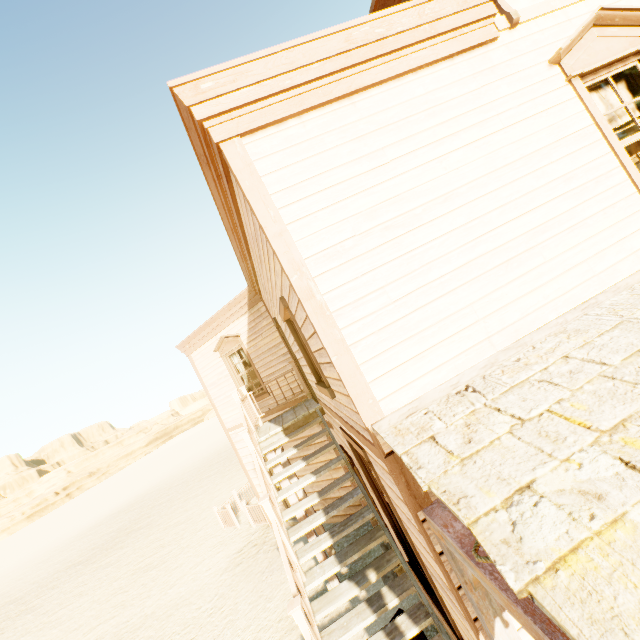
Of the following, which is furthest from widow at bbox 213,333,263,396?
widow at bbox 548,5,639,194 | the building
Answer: widow at bbox 548,5,639,194

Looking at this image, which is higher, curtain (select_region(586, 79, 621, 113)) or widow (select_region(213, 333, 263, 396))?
widow (select_region(213, 333, 263, 396))

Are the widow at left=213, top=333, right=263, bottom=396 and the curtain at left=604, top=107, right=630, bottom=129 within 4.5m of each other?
no

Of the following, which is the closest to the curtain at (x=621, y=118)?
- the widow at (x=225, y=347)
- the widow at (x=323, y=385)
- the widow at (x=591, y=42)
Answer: the widow at (x=591, y=42)

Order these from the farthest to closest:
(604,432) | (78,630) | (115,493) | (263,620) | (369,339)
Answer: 1. (115,493)
2. (78,630)
3. (263,620)
4. (369,339)
5. (604,432)

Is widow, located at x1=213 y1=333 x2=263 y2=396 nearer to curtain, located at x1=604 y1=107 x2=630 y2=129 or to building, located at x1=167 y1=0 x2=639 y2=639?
building, located at x1=167 y1=0 x2=639 y2=639

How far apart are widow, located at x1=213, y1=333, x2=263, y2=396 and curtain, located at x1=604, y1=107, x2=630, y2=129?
8.4 meters

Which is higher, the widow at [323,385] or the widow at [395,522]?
the widow at [323,385]
